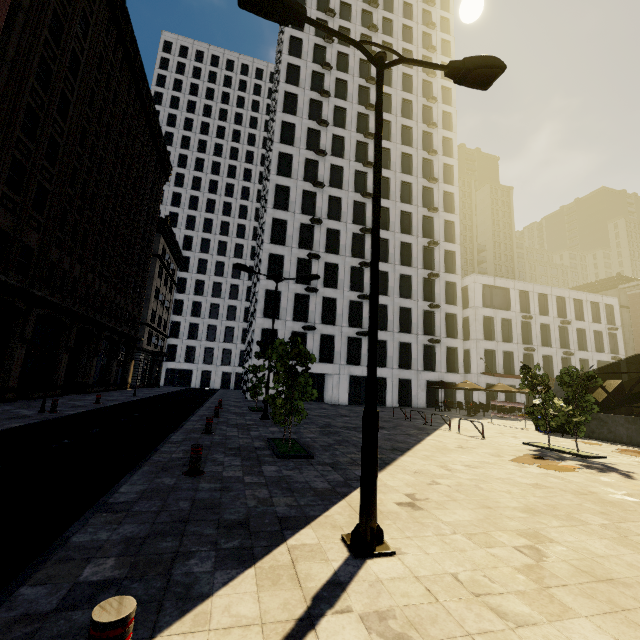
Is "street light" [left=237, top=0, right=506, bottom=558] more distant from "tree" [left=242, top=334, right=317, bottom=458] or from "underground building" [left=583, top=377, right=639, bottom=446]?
"underground building" [left=583, top=377, right=639, bottom=446]

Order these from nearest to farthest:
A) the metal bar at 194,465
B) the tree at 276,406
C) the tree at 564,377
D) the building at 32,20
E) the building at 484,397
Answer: the metal bar at 194,465 → the tree at 276,406 → the tree at 564,377 → the building at 32,20 → the building at 484,397

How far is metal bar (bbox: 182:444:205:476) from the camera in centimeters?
648cm

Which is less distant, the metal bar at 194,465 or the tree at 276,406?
the metal bar at 194,465

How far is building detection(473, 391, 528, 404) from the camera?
36.5m

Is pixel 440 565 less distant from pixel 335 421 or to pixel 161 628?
pixel 161 628

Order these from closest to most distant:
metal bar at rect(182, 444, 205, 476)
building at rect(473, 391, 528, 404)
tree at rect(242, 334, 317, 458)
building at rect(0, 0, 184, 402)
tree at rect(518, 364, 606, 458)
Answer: metal bar at rect(182, 444, 205, 476)
tree at rect(242, 334, 317, 458)
tree at rect(518, 364, 606, 458)
building at rect(0, 0, 184, 402)
building at rect(473, 391, 528, 404)
